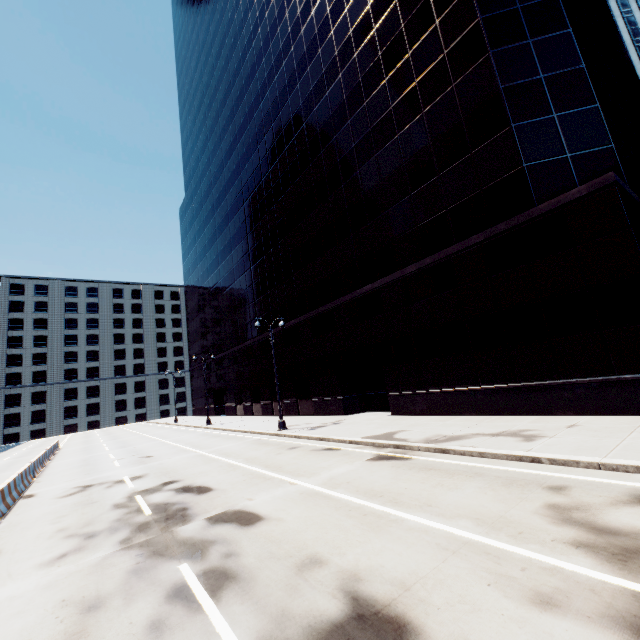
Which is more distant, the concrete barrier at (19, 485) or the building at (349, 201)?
the building at (349, 201)

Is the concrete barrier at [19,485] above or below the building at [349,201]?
below

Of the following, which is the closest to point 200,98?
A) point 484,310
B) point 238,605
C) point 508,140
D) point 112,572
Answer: point 508,140

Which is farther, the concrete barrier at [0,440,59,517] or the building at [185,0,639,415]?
the building at [185,0,639,415]

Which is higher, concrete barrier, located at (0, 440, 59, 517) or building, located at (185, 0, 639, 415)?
building, located at (185, 0, 639, 415)
